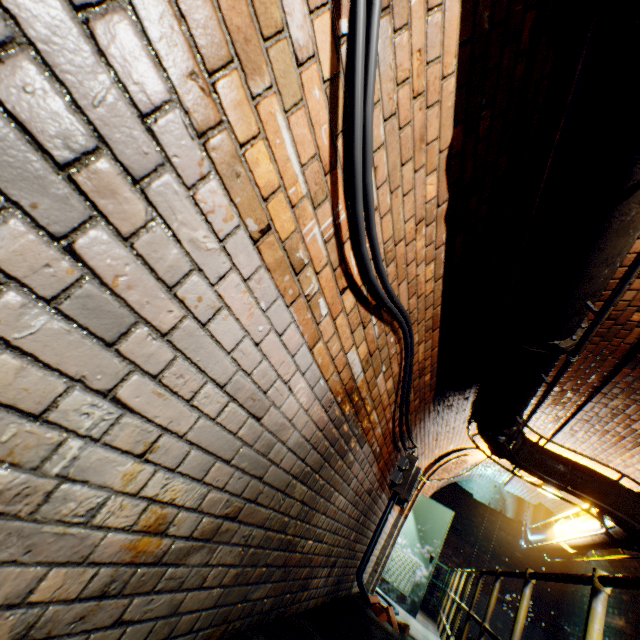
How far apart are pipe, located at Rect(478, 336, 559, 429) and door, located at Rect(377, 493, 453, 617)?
4.35m

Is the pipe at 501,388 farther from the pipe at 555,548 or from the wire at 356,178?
the pipe at 555,548

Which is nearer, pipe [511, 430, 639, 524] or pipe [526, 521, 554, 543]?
pipe [511, 430, 639, 524]

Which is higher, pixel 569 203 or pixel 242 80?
pixel 569 203

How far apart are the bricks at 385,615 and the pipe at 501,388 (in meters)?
3.00

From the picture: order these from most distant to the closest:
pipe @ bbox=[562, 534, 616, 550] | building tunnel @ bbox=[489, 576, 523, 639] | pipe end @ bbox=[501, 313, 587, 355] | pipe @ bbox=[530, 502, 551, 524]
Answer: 1. building tunnel @ bbox=[489, 576, 523, 639]
2. pipe @ bbox=[530, 502, 551, 524]
3. pipe @ bbox=[562, 534, 616, 550]
4. pipe end @ bbox=[501, 313, 587, 355]

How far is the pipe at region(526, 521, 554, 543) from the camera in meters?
6.7 m

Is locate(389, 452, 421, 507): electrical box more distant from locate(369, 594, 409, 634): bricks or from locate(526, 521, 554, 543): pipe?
locate(526, 521, 554, 543): pipe
